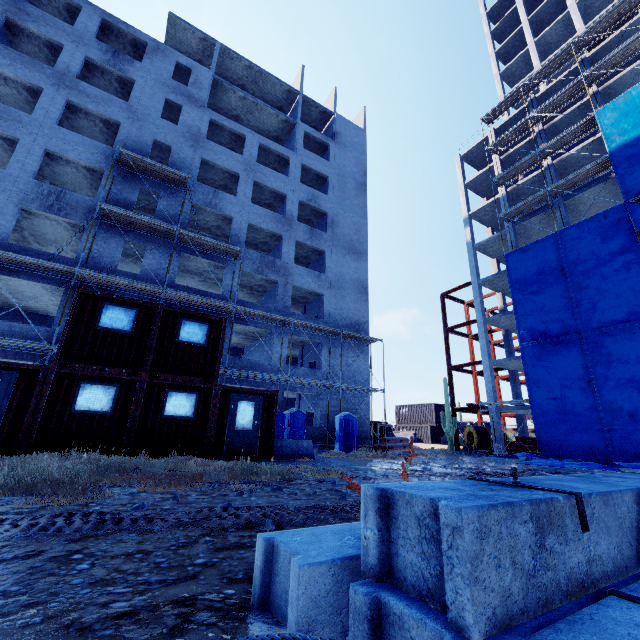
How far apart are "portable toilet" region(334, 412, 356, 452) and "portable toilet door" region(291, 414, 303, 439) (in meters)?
2.50

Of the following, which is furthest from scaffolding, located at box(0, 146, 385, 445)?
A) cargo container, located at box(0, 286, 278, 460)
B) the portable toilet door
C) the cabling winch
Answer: the cabling winch

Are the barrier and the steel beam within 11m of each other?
no

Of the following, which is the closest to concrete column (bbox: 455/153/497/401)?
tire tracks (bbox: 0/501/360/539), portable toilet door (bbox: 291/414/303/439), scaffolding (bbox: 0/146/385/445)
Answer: scaffolding (bbox: 0/146/385/445)

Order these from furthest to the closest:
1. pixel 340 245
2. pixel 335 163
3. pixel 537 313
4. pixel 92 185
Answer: pixel 335 163
pixel 340 245
pixel 537 313
pixel 92 185

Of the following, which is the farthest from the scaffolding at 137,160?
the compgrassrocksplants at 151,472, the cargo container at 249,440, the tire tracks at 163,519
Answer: the tire tracks at 163,519

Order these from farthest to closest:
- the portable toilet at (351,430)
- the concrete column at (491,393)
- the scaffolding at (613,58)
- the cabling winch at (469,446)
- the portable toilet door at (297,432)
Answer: the concrete column at (491,393) → the scaffolding at (613,58) → the cabling winch at (469,446) → the portable toilet at (351,430) → the portable toilet door at (297,432)

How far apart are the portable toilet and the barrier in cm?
612
